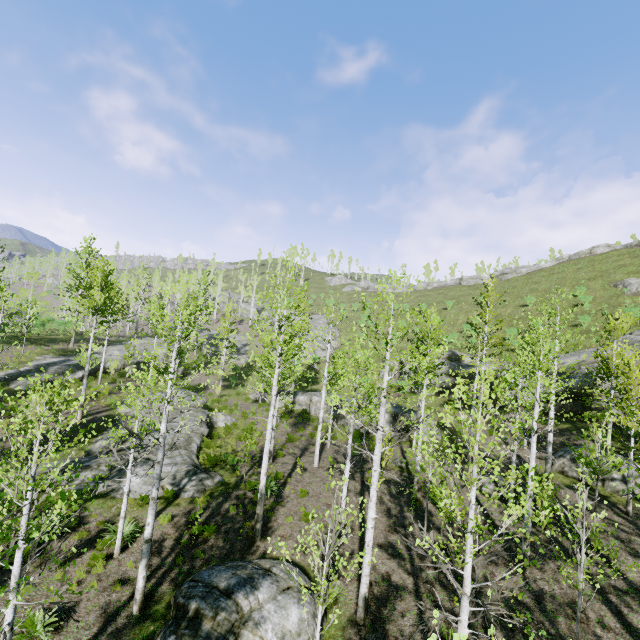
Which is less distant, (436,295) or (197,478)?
(197,478)

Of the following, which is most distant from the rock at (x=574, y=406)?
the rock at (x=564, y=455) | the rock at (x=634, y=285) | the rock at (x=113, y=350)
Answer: the rock at (x=113, y=350)

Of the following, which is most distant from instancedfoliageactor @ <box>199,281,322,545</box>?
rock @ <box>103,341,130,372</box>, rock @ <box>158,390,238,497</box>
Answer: rock @ <box>158,390,238,497</box>

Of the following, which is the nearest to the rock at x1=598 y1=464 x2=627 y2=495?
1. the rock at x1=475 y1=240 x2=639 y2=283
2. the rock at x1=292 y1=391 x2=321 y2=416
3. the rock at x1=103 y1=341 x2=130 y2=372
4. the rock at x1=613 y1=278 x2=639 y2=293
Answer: the rock at x1=292 y1=391 x2=321 y2=416

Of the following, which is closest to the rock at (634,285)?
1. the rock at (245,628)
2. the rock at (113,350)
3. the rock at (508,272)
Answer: the rock at (508,272)

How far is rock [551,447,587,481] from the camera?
16.8m

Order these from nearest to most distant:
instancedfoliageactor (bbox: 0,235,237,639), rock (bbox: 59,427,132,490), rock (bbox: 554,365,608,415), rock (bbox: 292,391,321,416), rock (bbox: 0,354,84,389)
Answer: instancedfoliageactor (bbox: 0,235,237,639) < rock (bbox: 59,427,132,490) < rock (bbox: 554,365,608,415) < rock (bbox: 0,354,84,389) < rock (bbox: 292,391,321,416)

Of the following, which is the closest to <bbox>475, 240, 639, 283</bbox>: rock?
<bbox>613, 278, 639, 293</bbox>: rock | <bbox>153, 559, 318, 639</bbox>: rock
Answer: <bbox>613, 278, 639, 293</bbox>: rock
